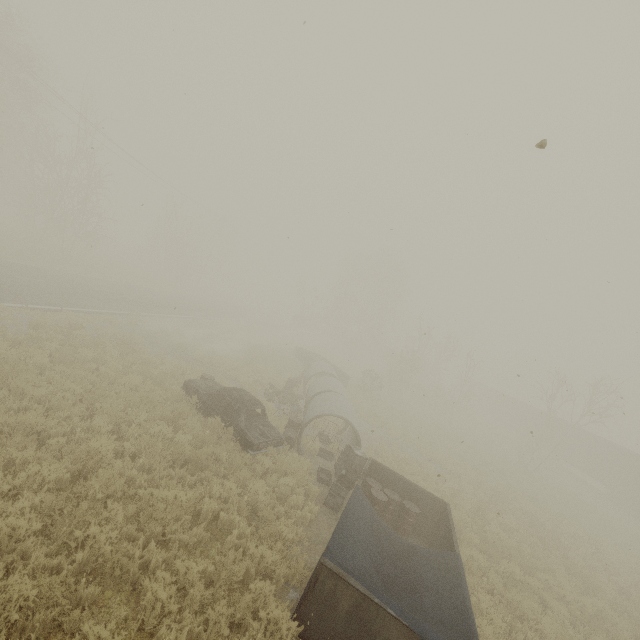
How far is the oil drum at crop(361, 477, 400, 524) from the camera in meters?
9.7

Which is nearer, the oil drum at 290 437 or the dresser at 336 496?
the dresser at 336 496

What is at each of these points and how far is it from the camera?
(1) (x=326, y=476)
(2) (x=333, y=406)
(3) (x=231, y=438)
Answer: (1) dresser, 11.69m
(2) concrete pipe, 13.26m
(3) car, 10.61m

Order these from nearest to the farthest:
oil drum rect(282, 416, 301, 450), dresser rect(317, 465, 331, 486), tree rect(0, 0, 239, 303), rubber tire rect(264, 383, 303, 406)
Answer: dresser rect(317, 465, 331, 486), oil drum rect(282, 416, 301, 450), rubber tire rect(264, 383, 303, 406), tree rect(0, 0, 239, 303)

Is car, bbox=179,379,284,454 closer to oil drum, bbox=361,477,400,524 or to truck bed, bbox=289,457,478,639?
truck bed, bbox=289,457,478,639

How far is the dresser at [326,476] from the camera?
11.1 meters

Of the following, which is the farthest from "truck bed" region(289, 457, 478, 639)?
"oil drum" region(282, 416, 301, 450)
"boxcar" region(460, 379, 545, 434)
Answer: "boxcar" region(460, 379, 545, 434)

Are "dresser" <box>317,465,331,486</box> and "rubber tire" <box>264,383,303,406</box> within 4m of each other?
no
